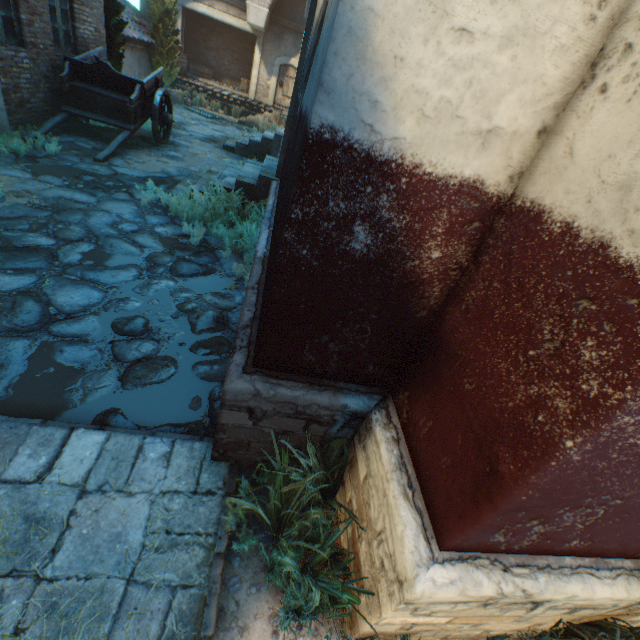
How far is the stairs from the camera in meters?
16.5 m

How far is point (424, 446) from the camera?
1.8 meters

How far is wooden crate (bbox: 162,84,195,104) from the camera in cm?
1541

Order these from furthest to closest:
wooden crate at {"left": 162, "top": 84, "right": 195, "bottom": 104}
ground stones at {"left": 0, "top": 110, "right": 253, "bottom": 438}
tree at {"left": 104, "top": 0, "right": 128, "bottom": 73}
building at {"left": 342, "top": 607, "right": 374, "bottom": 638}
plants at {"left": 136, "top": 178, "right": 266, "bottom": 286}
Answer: wooden crate at {"left": 162, "top": 84, "right": 195, "bottom": 104} < tree at {"left": 104, "top": 0, "right": 128, "bottom": 73} < plants at {"left": 136, "top": 178, "right": 266, "bottom": 286} < ground stones at {"left": 0, "top": 110, "right": 253, "bottom": 438} < building at {"left": 342, "top": 607, "right": 374, "bottom": 638}

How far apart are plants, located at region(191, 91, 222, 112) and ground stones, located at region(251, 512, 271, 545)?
20.0 meters

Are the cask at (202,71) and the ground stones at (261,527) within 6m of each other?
no

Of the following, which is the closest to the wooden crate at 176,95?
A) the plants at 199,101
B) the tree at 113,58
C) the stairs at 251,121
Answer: the tree at 113,58

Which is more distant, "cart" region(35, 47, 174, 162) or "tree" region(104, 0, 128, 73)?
"tree" region(104, 0, 128, 73)
